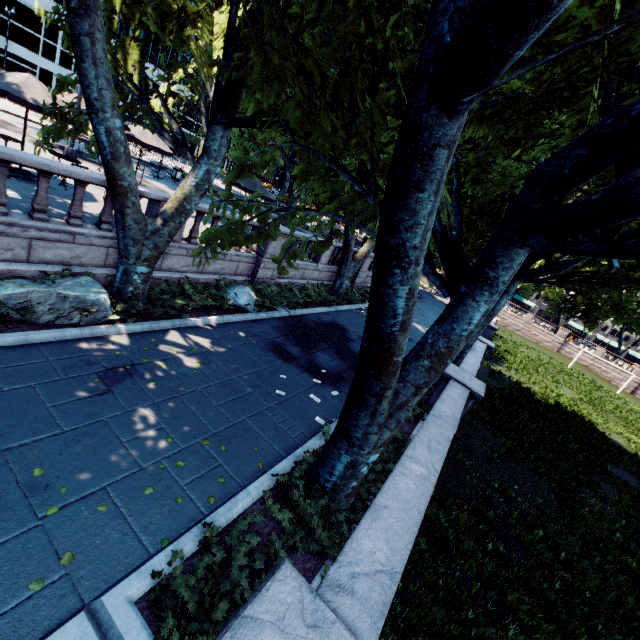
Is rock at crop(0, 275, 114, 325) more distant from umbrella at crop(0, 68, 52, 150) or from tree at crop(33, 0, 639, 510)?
umbrella at crop(0, 68, 52, 150)

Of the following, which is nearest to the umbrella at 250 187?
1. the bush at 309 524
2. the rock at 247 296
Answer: the rock at 247 296

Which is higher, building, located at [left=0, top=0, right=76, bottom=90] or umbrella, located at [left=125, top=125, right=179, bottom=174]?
building, located at [left=0, top=0, right=76, bottom=90]

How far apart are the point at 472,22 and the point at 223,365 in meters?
8.0 m

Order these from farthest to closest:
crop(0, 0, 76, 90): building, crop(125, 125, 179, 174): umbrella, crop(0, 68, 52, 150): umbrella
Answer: crop(0, 0, 76, 90): building → crop(125, 125, 179, 174): umbrella → crop(0, 68, 52, 150): umbrella

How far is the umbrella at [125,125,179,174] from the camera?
14.87m

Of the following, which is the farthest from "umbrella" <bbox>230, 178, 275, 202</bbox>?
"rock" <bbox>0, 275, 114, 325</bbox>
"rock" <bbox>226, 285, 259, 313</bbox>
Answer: "rock" <bbox>0, 275, 114, 325</bbox>

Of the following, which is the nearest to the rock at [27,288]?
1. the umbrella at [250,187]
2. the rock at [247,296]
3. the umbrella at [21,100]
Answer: the rock at [247,296]
